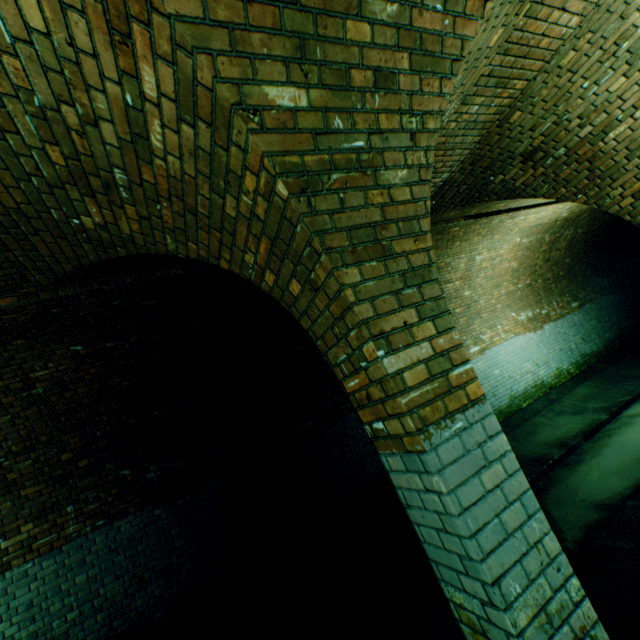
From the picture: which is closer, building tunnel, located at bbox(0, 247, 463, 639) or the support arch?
the support arch

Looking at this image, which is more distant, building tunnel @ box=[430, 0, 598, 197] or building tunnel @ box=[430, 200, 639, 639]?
building tunnel @ box=[430, 200, 639, 639]

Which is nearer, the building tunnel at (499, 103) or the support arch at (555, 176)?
the support arch at (555, 176)

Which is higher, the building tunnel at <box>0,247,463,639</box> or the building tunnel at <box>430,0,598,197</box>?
the building tunnel at <box>430,0,598,197</box>

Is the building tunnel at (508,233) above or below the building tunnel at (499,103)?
below

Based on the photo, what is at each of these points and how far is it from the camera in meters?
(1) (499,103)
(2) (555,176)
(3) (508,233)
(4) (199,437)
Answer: (1) building tunnel, 3.5 m
(2) support arch, 4.4 m
(3) building tunnel, 8.2 m
(4) building tunnel, 5.5 m
